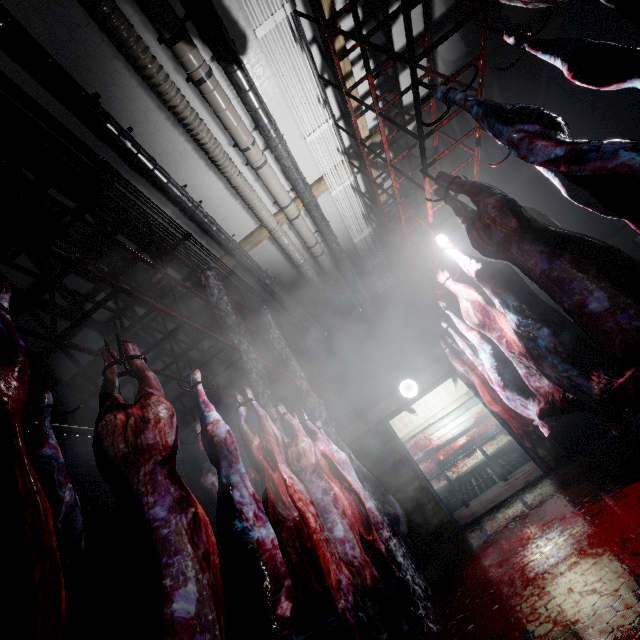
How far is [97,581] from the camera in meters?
4.4

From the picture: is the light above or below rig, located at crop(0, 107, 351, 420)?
below

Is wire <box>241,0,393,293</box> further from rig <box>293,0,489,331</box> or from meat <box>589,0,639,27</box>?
meat <box>589,0,639,27</box>

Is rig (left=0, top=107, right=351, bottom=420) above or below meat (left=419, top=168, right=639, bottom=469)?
above

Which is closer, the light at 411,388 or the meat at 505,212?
the meat at 505,212

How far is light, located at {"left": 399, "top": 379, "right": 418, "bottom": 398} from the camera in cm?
546

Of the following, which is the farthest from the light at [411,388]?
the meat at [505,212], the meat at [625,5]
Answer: the meat at [625,5]

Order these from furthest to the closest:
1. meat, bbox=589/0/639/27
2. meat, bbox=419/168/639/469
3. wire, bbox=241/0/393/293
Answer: wire, bbox=241/0/393/293, meat, bbox=419/168/639/469, meat, bbox=589/0/639/27
